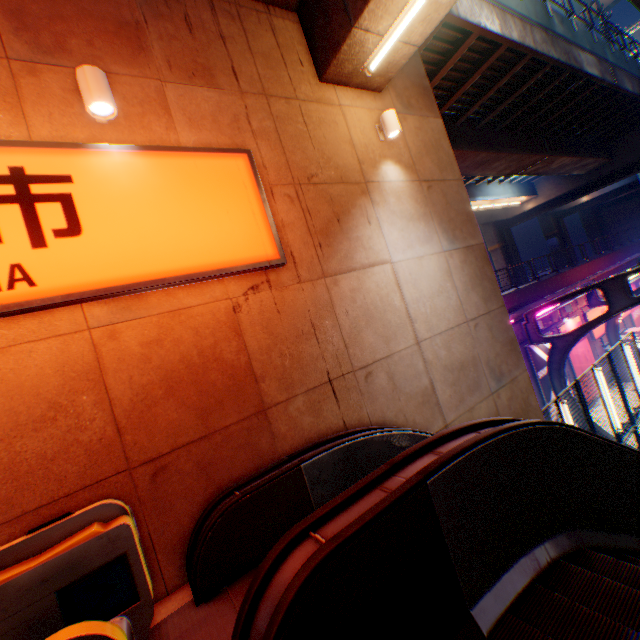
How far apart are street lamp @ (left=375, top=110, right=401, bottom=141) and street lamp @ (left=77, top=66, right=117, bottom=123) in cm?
431

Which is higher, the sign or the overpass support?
the overpass support

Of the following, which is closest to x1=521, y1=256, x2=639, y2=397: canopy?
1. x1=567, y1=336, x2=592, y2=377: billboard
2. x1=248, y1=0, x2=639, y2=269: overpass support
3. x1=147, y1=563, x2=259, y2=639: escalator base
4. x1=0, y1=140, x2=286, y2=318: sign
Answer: x1=567, y1=336, x2=592, y2=377: billboard

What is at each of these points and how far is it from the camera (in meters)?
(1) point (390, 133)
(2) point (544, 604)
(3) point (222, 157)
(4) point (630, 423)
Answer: (1) street lamp, 5.80
(2) steps, 2.04
(3) sign, 4.21
(4) metal fence, 9.85

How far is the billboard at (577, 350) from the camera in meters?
16.8 m

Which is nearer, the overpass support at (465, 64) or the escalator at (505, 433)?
the escalator at (505, 433)

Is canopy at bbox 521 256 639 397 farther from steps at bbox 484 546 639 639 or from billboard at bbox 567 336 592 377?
steps at bbox 484 546 639 639

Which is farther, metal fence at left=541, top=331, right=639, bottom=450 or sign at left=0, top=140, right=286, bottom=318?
metal fence at left=541, top=331, right=639, bottom=450
